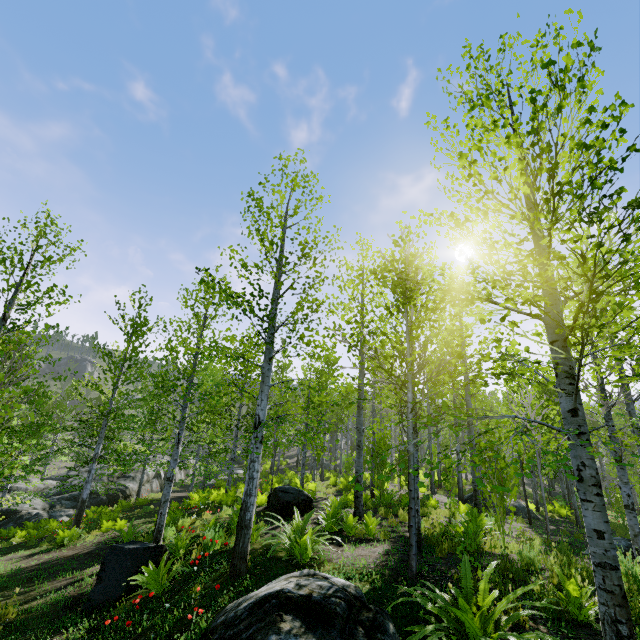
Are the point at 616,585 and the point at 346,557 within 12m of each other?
yes

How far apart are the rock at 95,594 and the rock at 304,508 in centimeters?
366cm

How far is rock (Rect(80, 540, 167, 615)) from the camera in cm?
617

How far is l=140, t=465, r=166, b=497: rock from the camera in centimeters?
2507cm

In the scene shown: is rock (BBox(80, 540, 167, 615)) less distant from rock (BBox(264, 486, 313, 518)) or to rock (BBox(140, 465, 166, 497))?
rock (BBox(264, 486, 313, 518))

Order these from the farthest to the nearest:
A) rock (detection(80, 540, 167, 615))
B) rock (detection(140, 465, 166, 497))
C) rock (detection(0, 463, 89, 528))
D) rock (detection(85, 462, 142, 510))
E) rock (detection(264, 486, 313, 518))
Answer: rock (detection(140, 465, 166, 497)) < rock (detection(85, 462, 142, 510)) < rock (detection(0, 463, 89, 528)) < rock (detection(264, 486, 313, 518)) < rock (detection(80, 540, 167, 615))

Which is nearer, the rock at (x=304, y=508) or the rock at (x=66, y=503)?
the rock at (x=304, y=508)
